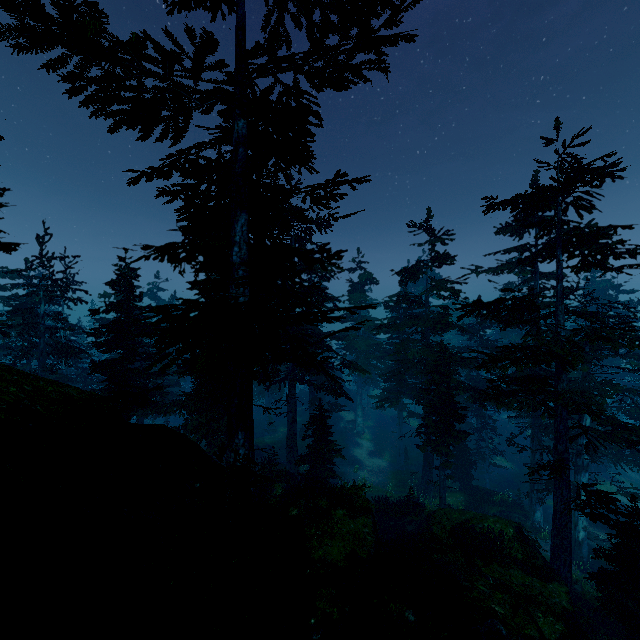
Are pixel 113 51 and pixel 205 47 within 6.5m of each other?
yes

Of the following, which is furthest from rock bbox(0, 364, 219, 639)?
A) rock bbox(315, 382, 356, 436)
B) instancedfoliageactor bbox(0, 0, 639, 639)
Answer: rock bbox(315, 382, 356, 436)

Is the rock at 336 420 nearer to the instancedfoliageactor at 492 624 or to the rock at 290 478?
the instancedfoliageactor at 492 624

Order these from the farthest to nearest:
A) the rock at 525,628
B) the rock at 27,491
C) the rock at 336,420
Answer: the rock at 336,420, the rock at 525,628, the rock at 27,491

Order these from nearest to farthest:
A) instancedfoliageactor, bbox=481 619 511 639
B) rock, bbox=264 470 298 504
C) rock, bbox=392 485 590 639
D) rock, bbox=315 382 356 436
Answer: instancedfoliageactor, bbox=481 619 511 639, rock, bbox=392 485 590 639, rock, bbox=264 470 298 504, rock, bbox=315 382 356 436
